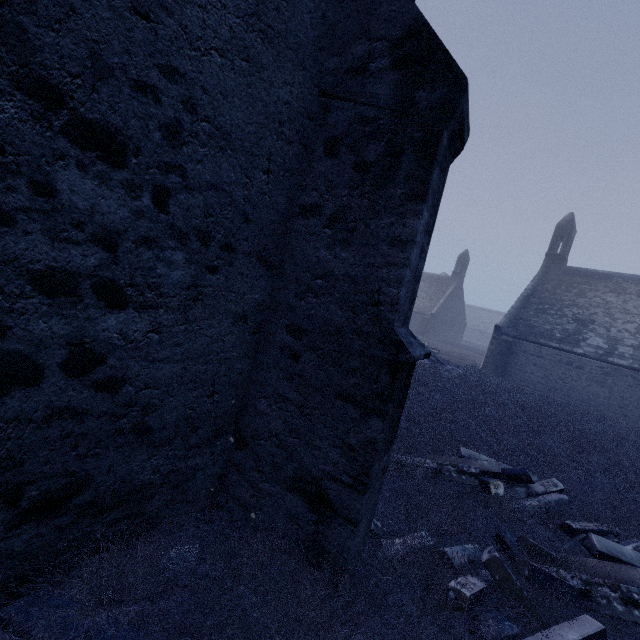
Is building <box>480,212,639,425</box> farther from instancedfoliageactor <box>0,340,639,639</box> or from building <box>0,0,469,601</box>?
instancedfoliageactor <box>0,340,639,639</box>

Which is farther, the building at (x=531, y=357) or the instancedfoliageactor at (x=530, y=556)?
the building at (x=531, y=357)

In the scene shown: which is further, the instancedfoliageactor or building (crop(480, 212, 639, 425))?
building (crop(480, 212, 639, 425))

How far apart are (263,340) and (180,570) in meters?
1.9 m

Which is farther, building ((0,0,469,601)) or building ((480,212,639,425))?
building ((480,212,639,425))

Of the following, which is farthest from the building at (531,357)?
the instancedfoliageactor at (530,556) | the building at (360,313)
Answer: the instancedfoliageactor at (530,556)
